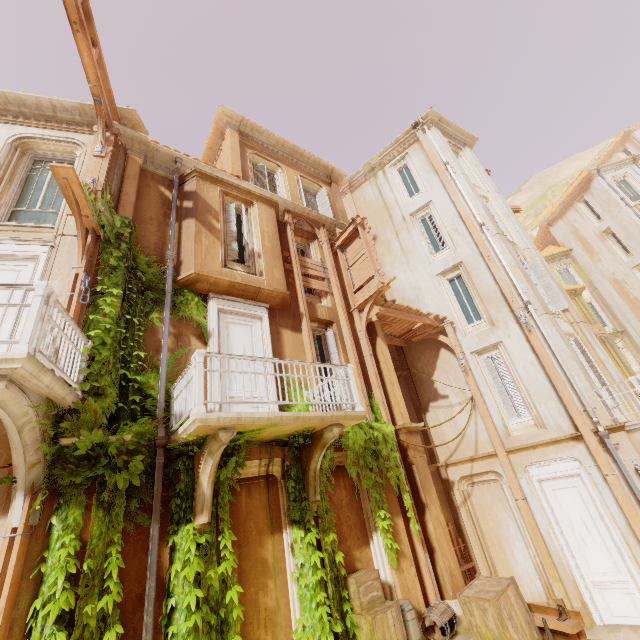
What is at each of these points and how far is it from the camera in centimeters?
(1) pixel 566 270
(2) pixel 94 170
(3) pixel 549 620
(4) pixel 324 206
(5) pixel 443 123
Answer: (1) window, 3020cm
(2) trim, 752cm
(3) trim, 595cm
(4) shutter, 1441cm
(5) trim, 1730cm

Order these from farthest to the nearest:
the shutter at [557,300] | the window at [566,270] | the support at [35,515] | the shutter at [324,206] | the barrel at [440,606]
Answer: the window at [566,270], the shutter at [324,206], the shutter at [557,300], the barrel at [440,606], the support at [35,515]

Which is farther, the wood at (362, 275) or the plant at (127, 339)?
the wood at (362, 275)

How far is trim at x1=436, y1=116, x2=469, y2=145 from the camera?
17.2m

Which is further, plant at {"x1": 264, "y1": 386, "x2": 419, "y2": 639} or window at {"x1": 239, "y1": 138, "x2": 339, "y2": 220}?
window at {"x1": 239, "y1": 138, "x2": 339, "y2": 220}

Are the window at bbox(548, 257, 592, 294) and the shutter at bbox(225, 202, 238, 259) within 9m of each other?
no

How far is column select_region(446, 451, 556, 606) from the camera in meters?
9.7

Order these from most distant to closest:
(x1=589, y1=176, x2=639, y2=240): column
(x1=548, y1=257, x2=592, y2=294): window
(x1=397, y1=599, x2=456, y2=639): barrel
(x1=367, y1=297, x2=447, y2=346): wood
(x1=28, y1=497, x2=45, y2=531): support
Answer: (x1=548, y1=257, x2=592, y2=294): window → (x1=589, y1=176, x2=639, y2=240): column → (x1=367, y1=297, x2=447, y2=346): wood → (x1=397, y1=599, x2=456, y2=639): barrel → (x1=28, y1=497, x2=45, y2=531): support
